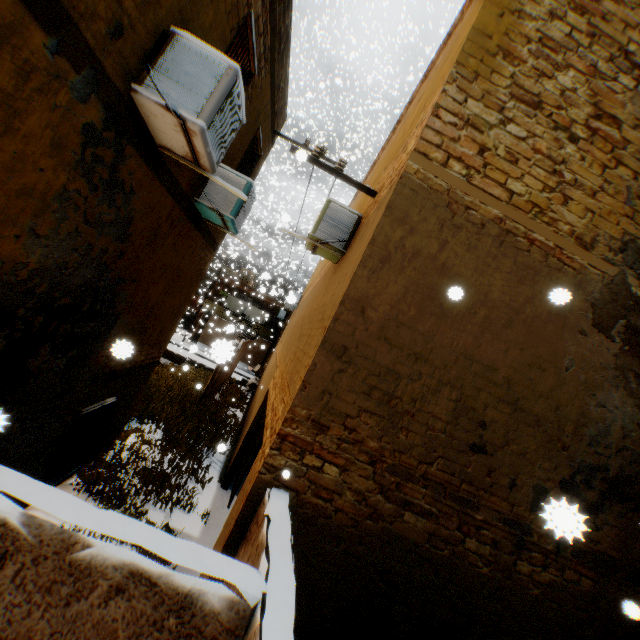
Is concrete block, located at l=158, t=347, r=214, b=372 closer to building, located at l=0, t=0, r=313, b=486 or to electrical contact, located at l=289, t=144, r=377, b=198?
building, located at l=0, t=0, r=313, b=486

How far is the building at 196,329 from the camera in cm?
3020

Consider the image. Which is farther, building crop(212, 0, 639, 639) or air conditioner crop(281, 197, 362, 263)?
air conditioner crop(281, 197, 362, 263)

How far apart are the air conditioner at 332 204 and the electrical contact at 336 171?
0.4m

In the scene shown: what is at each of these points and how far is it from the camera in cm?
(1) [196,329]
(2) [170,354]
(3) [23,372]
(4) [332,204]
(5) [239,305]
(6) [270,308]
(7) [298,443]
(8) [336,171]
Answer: (1) building, 3162
(2) concrete block, 1988
(3) building, 348
(4) air conditioner, 576
(5) clothes, 3095
(6) building, 3203
(7) building, 349
(8) electrical contact, 541

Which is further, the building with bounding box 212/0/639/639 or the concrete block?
the concrete block

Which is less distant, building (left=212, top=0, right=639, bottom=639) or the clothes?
building (left=212, top=0, right=639, bottom=639)
